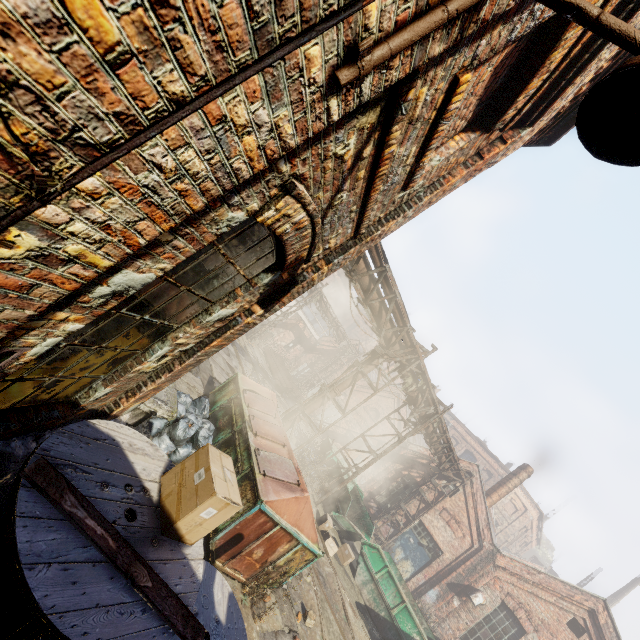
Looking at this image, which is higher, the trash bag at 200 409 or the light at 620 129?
the light at 620 129

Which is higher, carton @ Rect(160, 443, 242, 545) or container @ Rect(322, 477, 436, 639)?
carton @ Rect(160, 443, 242, 545)

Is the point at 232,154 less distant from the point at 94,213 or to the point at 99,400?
the point at 94,213

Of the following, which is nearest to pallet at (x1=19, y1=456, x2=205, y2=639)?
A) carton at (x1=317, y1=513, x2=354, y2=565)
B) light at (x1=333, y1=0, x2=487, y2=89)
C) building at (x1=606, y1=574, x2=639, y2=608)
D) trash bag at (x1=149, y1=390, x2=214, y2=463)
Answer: light at (x1=333, y1=0, x2=487, y2=89)

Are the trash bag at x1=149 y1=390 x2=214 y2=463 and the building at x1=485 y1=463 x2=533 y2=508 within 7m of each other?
no

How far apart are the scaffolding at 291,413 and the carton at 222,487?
7.7m

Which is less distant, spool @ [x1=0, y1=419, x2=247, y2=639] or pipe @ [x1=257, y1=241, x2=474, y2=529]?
spool @ [x1=0, y1=419, x2=247, y2=639]

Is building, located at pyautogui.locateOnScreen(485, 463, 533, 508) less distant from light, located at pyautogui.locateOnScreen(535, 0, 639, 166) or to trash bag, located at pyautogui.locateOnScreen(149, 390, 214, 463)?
trash bag, located at pyautogui.locateOnScreen(149, 390, 214, 463)
